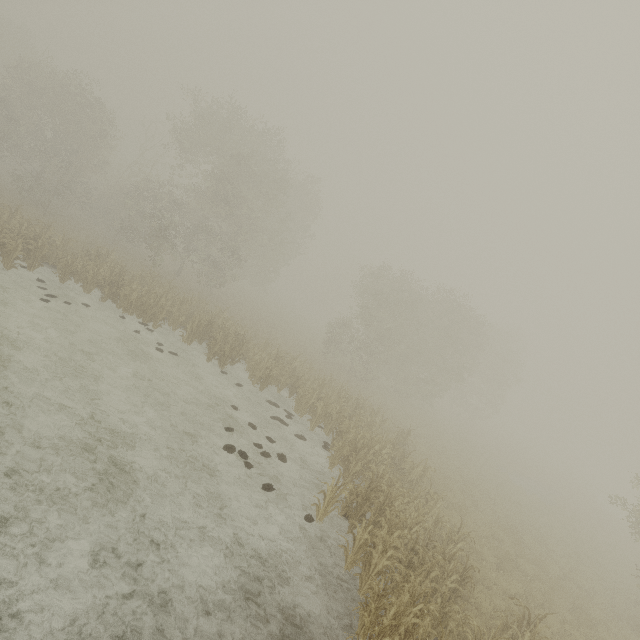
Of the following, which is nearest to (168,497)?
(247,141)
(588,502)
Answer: (247,141)
